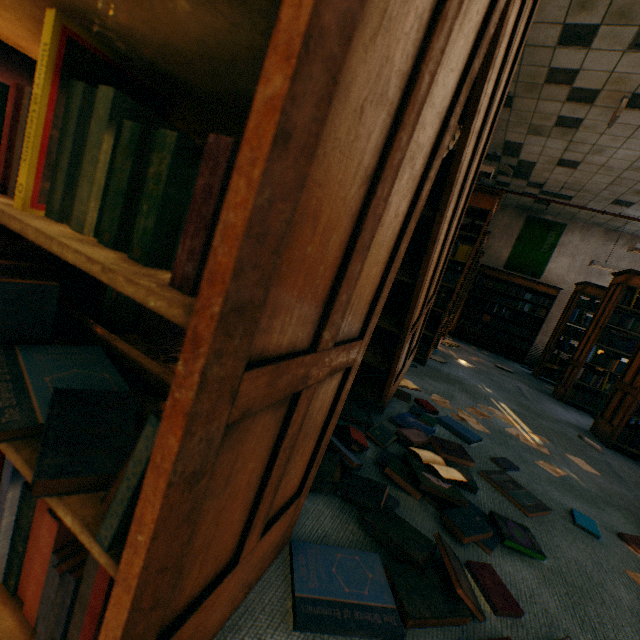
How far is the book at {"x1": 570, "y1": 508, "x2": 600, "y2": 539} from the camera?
1.6m

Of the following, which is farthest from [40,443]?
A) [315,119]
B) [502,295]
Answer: [502,295]

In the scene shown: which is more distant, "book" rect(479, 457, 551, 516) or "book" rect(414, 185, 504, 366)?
"book" rect(414, 185, 504, 366)

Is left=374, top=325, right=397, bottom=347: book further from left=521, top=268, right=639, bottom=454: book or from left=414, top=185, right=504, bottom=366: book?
left=521, top=268, right=639, bottom=454: book

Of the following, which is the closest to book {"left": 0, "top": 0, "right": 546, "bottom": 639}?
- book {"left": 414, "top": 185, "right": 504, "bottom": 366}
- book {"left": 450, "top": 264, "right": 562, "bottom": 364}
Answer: book {"left": 414, "top": 185, "right": 504, "bottom": 366}

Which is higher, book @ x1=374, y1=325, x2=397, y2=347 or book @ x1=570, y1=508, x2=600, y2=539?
book @ x1=374, y1=325, x2=397, y2=347

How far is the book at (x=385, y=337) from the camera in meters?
2.0 m

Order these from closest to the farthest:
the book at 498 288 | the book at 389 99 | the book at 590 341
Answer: the book at 389 99 < the book at 590 341 < the book at 498 288
